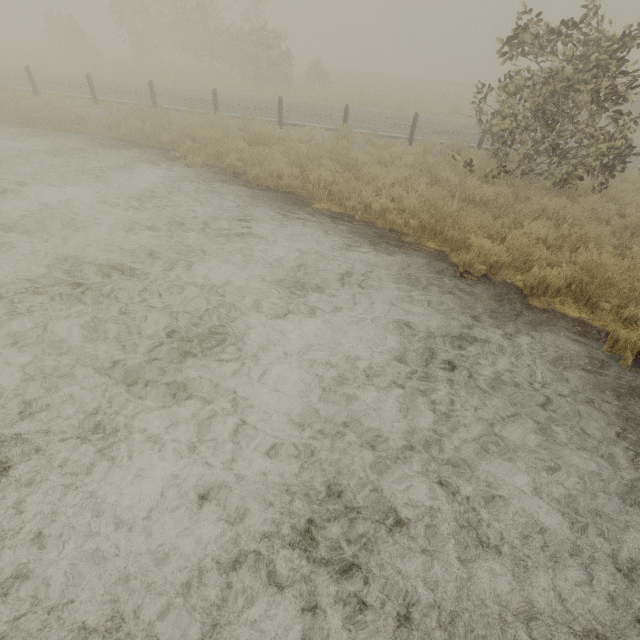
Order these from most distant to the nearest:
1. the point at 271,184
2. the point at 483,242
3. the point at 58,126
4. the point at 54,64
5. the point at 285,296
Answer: the point at 54,64, the point at 58,126, the point at 271,184, the point at 483,242, the point at 285,296
